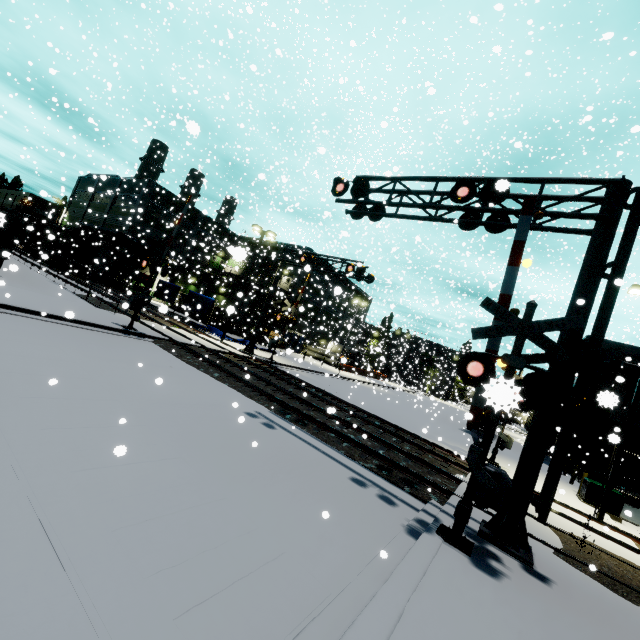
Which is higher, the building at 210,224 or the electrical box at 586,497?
the building at 210,224

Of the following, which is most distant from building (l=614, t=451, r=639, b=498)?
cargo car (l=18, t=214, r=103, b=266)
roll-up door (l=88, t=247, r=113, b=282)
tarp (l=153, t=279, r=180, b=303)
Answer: tarp (l=153, t=279, r=180, b=303)

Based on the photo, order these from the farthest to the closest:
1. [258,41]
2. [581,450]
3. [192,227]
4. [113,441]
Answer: [192,227]
[258,41]
[581,450]
[113,441]

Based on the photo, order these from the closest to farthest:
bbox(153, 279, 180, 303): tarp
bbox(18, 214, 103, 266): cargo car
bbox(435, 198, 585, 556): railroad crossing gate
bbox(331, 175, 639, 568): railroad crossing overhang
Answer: bbox(435, 198, 585, 556): railroad crossing gate → bbox(331, 175, 639, 568): railroad crossing overhang → bbox(153, 279, 180, 303): tarp → bbox(18, 214, 103, 266): cargo car

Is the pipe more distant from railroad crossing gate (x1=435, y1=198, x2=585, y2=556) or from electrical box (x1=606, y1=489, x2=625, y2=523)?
electrical box (x1=606, y1=489, x2=625, y2=523)

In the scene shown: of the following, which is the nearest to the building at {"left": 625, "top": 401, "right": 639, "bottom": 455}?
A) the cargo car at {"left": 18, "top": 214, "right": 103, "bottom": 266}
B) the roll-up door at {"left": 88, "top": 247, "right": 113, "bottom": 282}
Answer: the roll-up door at {"left": 88, "top": 247, "right": 113, "bottom": 282}

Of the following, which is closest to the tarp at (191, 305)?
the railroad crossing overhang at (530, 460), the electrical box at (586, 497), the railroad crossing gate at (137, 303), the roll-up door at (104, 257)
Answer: the railroad crossing overhang at (530, 460)

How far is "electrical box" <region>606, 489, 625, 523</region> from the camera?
14.5 meters
